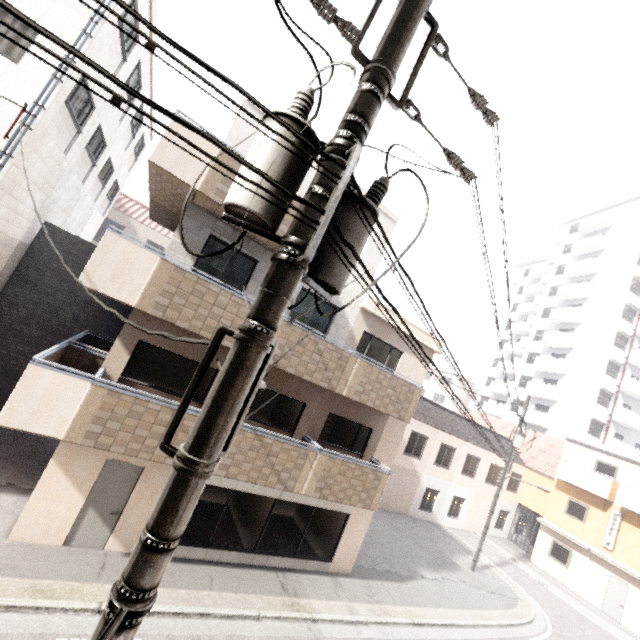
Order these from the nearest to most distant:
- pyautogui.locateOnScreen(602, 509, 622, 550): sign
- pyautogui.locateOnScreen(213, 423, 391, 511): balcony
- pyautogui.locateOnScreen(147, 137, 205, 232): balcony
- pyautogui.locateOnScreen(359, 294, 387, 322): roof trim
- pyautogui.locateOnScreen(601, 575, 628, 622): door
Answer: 1. pyautogui.locateOnScreen(147, 137, 205, 232): balcony
2. pyautogui.locateOnScreen(213, 423, 391, 511): balcony
3. pyautogui.locateOnScreen(359, 294, 387, 322): roof trim
4. pyautogui.locateOnScreen(601, 575, 628, 622): door
5. pyautogui.locateOnScreen(602, 509, 622, 550): sign

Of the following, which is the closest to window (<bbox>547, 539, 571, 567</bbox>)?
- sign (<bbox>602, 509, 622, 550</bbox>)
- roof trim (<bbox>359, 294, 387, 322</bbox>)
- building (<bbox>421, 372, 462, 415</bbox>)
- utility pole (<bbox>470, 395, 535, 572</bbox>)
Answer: sign (<bbox>602, 509, 622, 550</bbox>)

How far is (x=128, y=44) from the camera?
10.9 meters

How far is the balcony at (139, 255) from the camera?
6.7m

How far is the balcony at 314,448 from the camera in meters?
8.2

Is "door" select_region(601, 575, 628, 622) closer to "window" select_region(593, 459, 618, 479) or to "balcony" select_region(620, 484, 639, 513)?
"balcony" select_region(620, 484, 639, 513)

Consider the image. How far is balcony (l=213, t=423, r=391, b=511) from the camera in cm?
825

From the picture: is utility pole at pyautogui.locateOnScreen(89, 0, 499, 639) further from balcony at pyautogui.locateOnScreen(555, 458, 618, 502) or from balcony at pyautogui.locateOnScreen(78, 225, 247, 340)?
balcony at pyautogui.locateOnScreen(555, 458, 618, 502)
